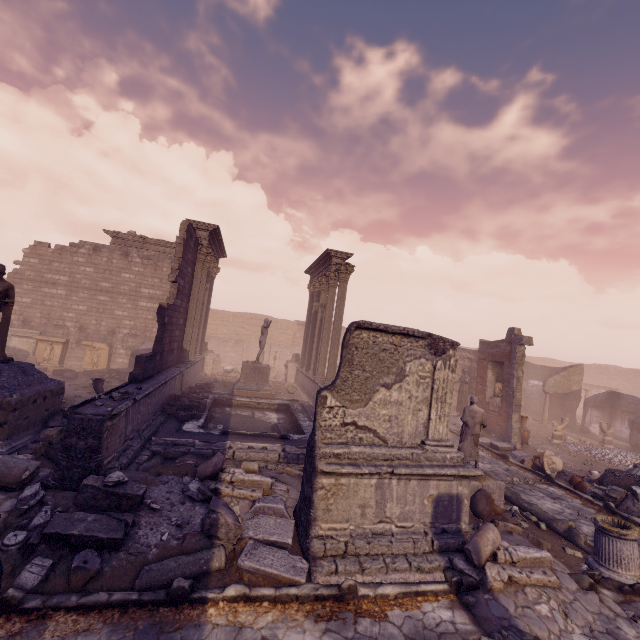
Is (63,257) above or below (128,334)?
above

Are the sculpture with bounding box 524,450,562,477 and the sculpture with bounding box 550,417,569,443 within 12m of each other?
yes

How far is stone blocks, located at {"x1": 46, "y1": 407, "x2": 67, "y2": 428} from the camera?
7.7 meters

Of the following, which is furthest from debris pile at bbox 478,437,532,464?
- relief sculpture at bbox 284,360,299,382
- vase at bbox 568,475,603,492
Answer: relief sculpture at bbox 284,360,299,382

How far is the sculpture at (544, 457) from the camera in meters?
10.2 m

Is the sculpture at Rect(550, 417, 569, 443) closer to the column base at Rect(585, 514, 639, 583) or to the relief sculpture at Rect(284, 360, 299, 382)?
the column base at Rect(585, 514, 639, 583)

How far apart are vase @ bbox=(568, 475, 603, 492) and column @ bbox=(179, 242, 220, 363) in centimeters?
1580cm

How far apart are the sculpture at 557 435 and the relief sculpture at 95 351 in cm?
2346
